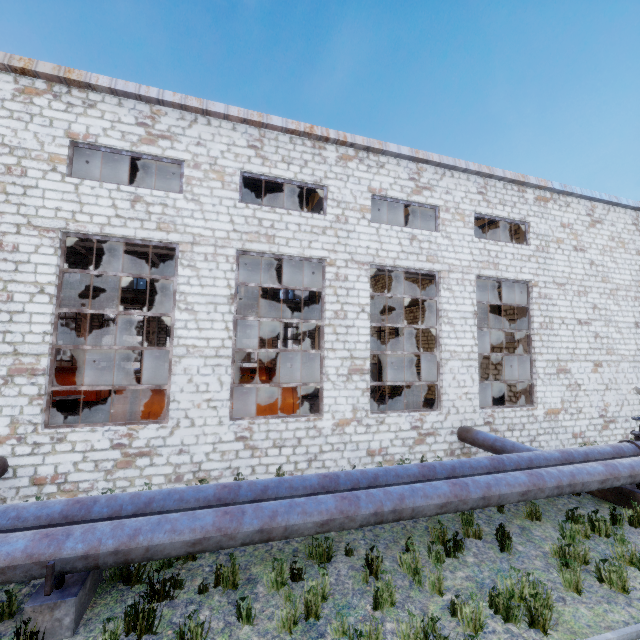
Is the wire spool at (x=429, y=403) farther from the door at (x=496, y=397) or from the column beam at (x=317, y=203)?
the column beam at (x=317, y=203)

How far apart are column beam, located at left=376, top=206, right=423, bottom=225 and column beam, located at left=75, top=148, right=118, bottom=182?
13.01m

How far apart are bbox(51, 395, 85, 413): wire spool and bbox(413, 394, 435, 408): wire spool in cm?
1837

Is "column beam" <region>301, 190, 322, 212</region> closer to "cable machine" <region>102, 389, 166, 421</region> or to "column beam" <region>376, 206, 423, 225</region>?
"column beam" <region>376, 206, 423, 225</region>

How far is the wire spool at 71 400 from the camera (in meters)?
16.69

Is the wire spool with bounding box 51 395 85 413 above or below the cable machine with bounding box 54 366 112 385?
below

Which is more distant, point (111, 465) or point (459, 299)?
point (459, 299)

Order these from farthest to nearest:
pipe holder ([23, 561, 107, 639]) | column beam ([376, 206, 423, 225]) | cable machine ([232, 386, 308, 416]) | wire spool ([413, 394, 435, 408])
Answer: wire spool ([413, 394, 435, 408]) → column beam ([376, 206, 423, 225]) → cable machine ([232, 386, 308, 416]) → pipe holder ([23, 561, 107, 639])
